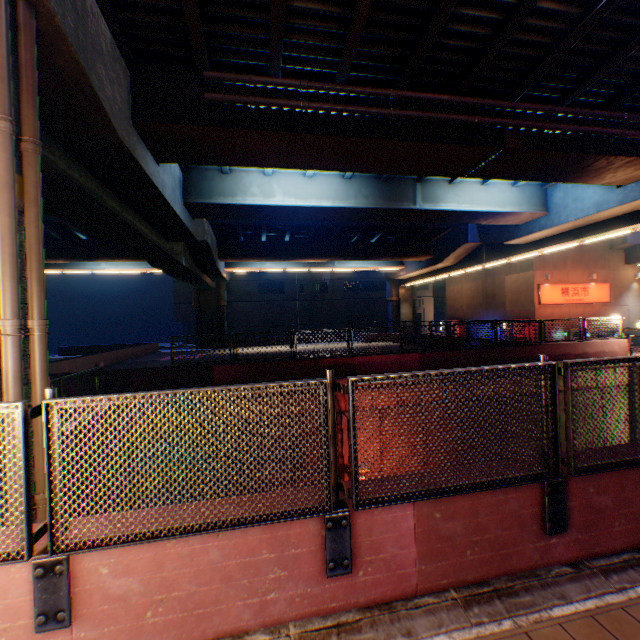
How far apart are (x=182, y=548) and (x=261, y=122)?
9.2 meters

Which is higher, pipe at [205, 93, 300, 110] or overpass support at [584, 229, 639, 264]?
pipe at [205, 93, 300, 110]

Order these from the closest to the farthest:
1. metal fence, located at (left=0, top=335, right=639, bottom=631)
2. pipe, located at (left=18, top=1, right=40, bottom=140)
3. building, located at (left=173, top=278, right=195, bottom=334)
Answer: metal fence, located at (left=0, top=335, right=639, bottom=631)
pipe, located at (left=18, top=1, right=40, bottom=140)
building, located at (left=173, top=278, right=195, bottom=334)

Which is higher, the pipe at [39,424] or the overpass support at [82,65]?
the overpass support at [82,65]

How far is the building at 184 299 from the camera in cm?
4341

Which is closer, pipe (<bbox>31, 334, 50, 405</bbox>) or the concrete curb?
the concrete curb

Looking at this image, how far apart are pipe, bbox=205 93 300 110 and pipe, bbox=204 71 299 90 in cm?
30
